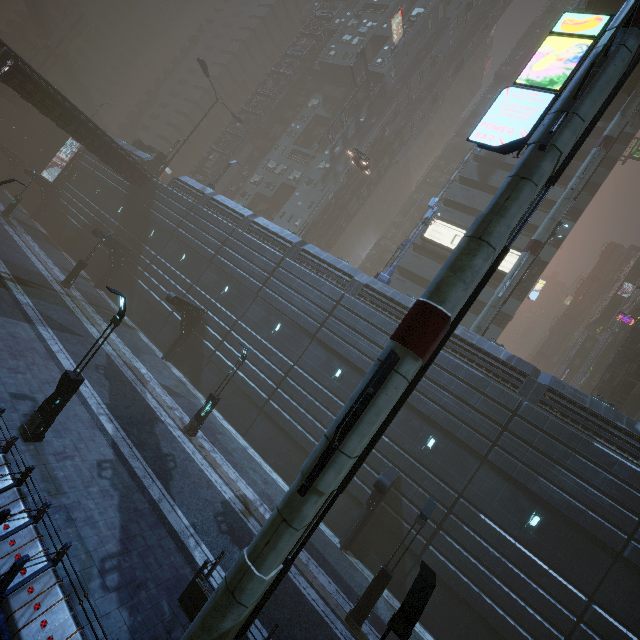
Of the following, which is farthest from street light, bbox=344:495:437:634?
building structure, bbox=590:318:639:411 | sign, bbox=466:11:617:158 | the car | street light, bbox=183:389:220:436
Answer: building structure, bbox=590:318:639:411

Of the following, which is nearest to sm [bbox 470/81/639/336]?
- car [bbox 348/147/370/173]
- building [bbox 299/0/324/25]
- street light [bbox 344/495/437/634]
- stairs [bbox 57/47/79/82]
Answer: building [bbox 299/0/324/25]

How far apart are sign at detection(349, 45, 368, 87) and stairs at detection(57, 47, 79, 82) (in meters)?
53.51

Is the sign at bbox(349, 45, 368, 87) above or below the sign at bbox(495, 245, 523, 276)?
above

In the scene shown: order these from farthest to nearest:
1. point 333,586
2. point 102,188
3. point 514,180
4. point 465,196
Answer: point 102,188, point 465,196, point 333,586, point 514,180

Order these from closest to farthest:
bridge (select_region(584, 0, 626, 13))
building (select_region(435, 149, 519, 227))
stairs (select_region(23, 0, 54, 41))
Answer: bridge (select_region(584, 0, 626, 13)) → building (select_region(435, 149, 519, 227)) → stairs (select_region(23, 0, 54, 41))

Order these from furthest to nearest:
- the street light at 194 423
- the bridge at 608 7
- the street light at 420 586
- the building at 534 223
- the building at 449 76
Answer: the building at 534 223 < the building at 449 76 < the bridge at 608 7 < the street light at 194 423 < the street light at 420 586

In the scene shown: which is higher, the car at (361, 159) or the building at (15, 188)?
the car at (361, 159)
